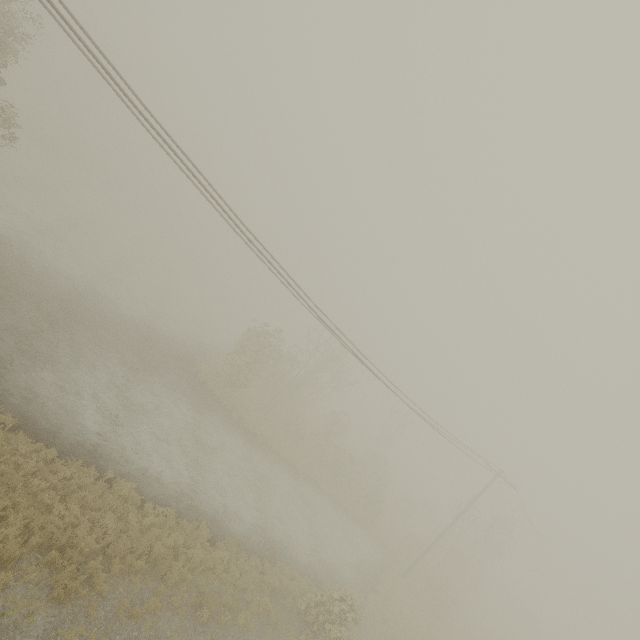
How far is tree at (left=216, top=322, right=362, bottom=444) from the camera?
27.0 meters

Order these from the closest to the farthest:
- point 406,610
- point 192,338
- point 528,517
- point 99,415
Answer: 1. point 99,415
2. point 406,610
3. point 528,517
4. point 192,338

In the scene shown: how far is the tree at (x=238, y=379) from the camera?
27.00m
